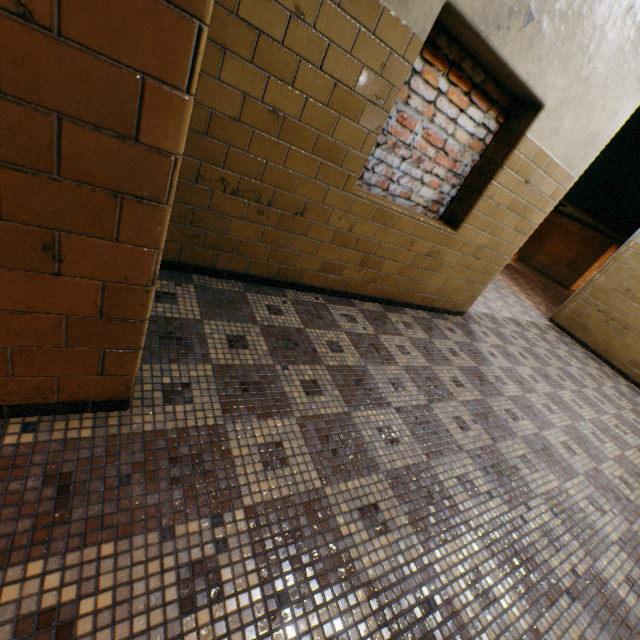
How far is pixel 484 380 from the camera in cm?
323
